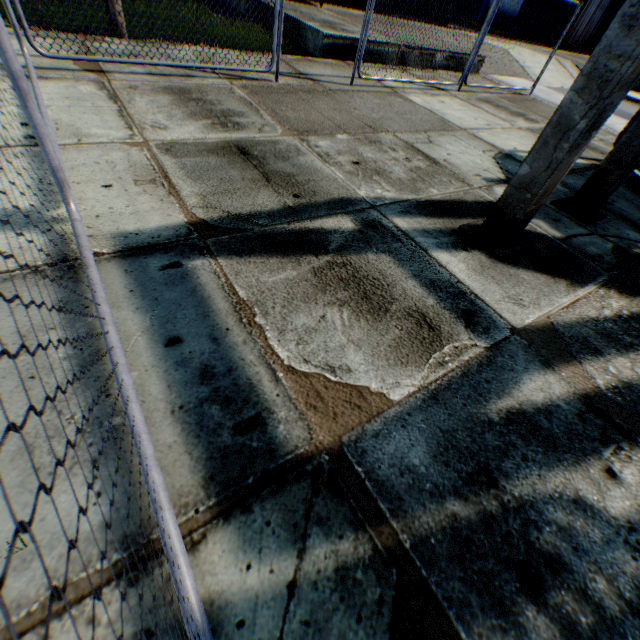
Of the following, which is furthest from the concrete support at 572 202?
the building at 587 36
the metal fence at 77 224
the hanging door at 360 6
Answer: the hanging door at 360 6

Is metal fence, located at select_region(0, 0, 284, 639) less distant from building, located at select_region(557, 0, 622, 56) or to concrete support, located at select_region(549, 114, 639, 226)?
building, located at select_region(557, 0, 622, 56)

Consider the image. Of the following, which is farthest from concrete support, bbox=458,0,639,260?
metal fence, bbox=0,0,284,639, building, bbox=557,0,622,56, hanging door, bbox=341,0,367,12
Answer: hanging door, bbox=341,0,367,12

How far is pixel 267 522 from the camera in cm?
148

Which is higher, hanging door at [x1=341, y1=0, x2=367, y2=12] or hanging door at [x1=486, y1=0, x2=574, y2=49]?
hanging door at [x1=486, y1=0, x2=574, y2=49]

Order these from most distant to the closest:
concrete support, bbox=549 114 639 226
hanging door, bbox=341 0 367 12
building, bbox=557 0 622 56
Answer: building, bbox=557 0 622 56
hanging door, bbox=341 0 367 12
concrete support, bbox=549 114 639 226

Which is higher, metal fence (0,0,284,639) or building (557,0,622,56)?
building (557,0,622,56)
